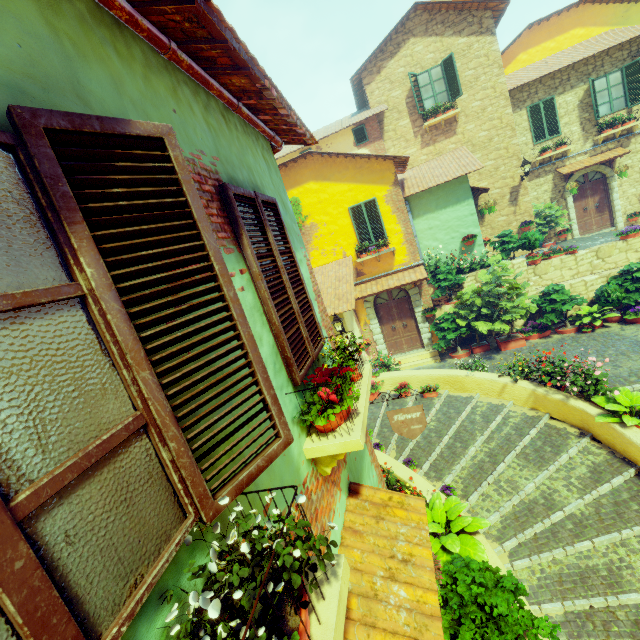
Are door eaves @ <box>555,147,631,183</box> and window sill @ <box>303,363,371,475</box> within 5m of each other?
no

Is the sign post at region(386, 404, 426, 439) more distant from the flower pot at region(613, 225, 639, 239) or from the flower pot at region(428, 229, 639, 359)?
the flower pot at region(613, 225, 639, 239)

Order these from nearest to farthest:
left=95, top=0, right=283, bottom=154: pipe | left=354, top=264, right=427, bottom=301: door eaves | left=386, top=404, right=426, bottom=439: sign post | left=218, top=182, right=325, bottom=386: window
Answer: left=95, top=0, right=283, bottom=154: pipe
left=218, top=182, right=325, bottom=386: window
left=386, top=404, right=426, bottom=439: sign post
left=354, top=264, right=427, bottom=301: door eaves

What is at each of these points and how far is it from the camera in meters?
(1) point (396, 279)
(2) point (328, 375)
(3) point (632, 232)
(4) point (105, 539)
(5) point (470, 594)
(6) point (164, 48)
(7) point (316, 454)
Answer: (1) door eaves, 12.3
(2) flower pot, 3.2
(3) flower pot, 11.1
(4) window, 1.0
(5) flower pot, 4.0
(6) pipe, 2.1
(7) window sill, 2.6

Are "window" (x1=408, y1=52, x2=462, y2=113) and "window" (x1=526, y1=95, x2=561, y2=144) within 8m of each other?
yes

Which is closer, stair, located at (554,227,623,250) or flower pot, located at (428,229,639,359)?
flower pot, located at (428,229,639,359)

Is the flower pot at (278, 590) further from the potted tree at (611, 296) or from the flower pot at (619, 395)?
the potted tree at (611, 296)

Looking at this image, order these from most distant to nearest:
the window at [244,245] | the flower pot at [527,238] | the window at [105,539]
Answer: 1. the flower pot at [527,238]
2. the window at [244,245]
3. the window at [105,539]
